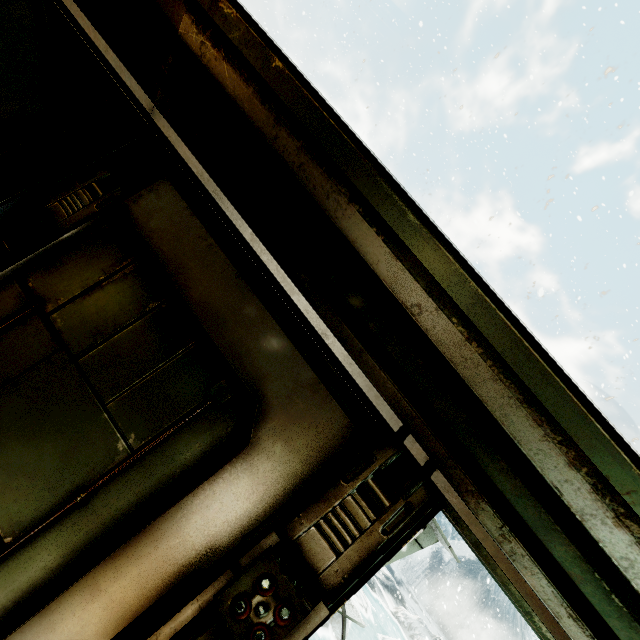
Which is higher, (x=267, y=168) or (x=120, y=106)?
(x=267, y=168)
